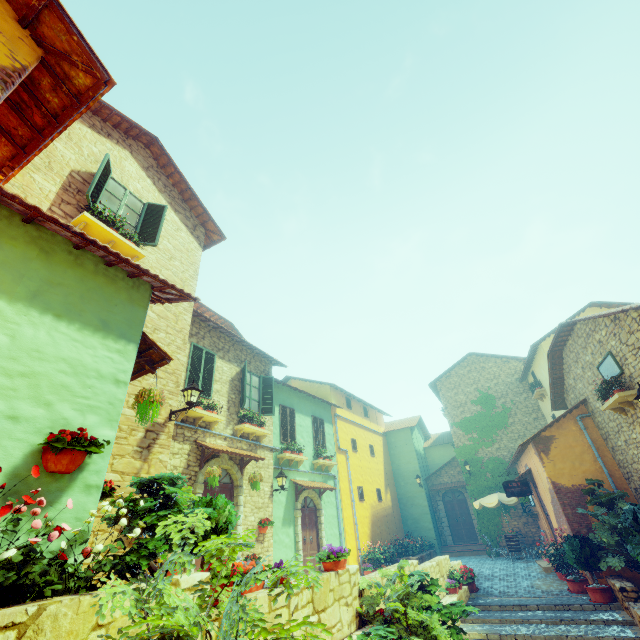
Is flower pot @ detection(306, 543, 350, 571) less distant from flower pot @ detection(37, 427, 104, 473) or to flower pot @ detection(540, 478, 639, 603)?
flower pot @ detection(37, 427, 104, 473)

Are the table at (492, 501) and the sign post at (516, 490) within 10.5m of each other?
yes

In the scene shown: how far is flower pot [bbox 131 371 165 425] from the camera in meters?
4.9 m

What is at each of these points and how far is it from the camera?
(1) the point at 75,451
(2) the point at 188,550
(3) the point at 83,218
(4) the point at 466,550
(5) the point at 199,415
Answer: (1) flower pot, 3.4 meters
(2) flower pot, 2.5 meters
(3) window sill, 7.0 meters
(4) stair, 18.8 meters
(5) window sill, 9.4 meters

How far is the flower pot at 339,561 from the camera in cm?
589

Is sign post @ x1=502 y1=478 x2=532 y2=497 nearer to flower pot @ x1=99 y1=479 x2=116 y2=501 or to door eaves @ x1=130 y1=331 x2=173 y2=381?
flower pot @ x1=99 y1=479 x2=116 y2=501

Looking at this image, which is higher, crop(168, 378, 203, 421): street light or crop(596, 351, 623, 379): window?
crop(596, 351, 623, 379): window

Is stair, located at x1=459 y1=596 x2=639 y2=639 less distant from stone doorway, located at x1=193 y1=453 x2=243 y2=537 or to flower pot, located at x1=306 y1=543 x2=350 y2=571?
flower pot, located at x1=306 y1=543 x2=350 y2=571
